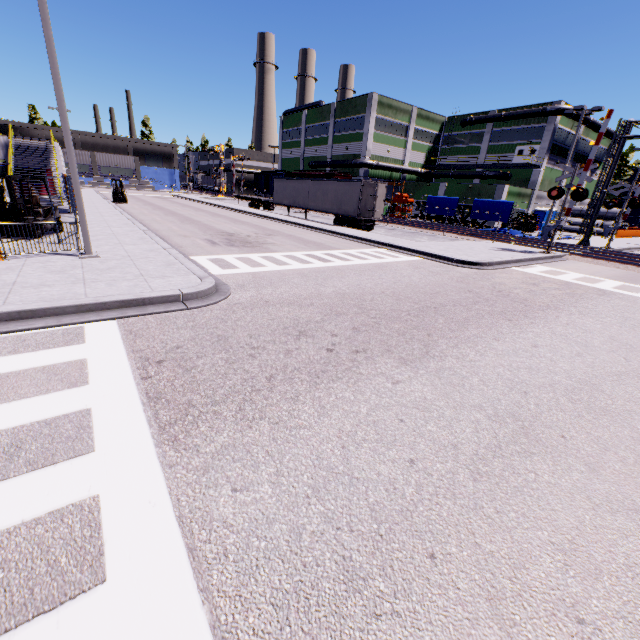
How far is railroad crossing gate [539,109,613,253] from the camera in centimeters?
1702cm

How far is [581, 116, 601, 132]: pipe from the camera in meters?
40.7 m

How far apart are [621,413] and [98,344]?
8.2 meters

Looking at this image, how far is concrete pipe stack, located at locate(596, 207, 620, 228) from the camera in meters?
46.0 m

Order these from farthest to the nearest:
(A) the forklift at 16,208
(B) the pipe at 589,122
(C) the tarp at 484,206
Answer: (B) the pipe at 589,122
(C) the tarp at 484,206
(A) the forklift at 16,208

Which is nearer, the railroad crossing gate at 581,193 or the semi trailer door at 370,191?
the railroad crossing gate at 581,193

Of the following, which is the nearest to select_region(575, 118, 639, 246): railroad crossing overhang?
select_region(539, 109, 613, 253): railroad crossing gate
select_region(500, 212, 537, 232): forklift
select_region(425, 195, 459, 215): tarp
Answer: select_region(539, 109, 613, 253): railroad crossing gate

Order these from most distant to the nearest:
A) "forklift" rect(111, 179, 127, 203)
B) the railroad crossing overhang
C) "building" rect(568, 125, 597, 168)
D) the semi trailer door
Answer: "building" rect(568, 125, 597, 168) → "forklift" rect(111, 179, 127, 203) → the semi trailer door → the railroad crossing overhang
